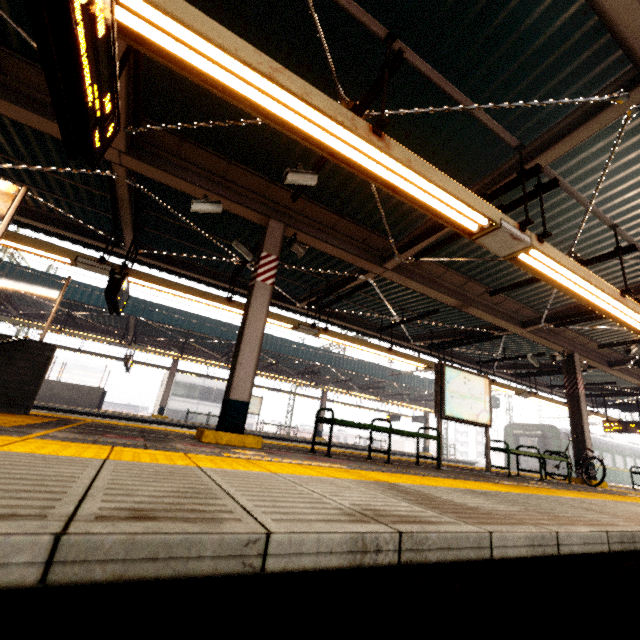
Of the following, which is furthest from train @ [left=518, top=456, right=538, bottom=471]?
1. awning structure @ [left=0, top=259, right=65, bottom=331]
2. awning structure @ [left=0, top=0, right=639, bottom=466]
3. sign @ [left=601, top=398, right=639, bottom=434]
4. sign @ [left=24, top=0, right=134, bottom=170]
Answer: sign @ [left=24, top=0, right=134, bottom=170]

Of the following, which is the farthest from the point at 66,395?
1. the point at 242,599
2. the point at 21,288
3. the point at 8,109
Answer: the point at 242,599

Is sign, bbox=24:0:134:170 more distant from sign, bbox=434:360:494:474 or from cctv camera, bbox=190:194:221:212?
sign, bbox=434:360:494:474

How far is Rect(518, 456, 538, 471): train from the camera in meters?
22.7 m

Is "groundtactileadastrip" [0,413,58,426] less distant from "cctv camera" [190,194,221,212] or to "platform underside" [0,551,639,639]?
"platform underside" [0,551,639,639]

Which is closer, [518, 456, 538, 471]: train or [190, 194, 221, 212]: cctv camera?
[190, 194, 221, 212]: cctv camera

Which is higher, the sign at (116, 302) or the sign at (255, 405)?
the sign at (116, 302)

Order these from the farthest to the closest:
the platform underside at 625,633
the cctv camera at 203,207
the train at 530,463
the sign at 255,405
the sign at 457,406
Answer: the train at 530,463
the sign at 255,405
the sign at 457,406
the cctv camera at 203,207
the platform underside at 625,633
